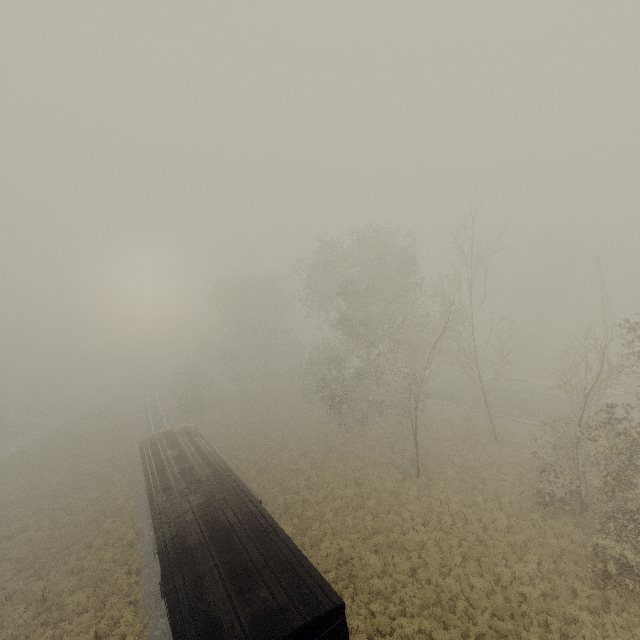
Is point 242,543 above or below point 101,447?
above
